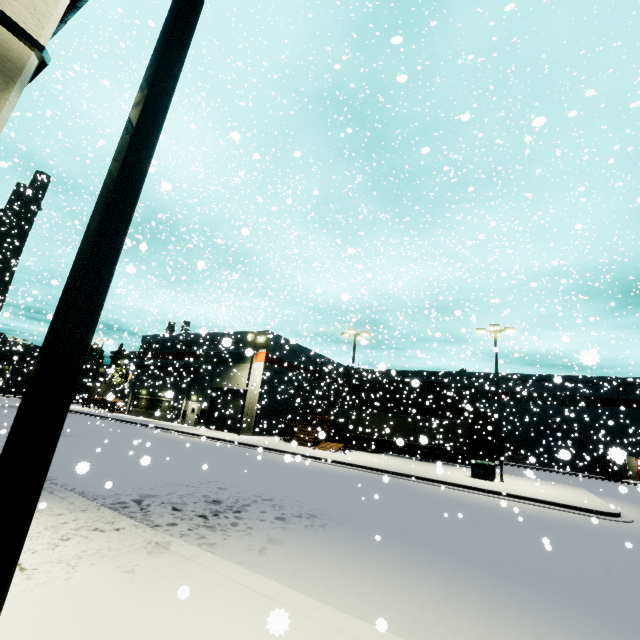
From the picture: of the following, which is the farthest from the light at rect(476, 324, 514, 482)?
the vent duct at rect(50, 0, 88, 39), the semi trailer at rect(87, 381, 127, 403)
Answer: the semi trailer at rect(87, 381, 127, 403)

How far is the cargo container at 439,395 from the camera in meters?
31.2

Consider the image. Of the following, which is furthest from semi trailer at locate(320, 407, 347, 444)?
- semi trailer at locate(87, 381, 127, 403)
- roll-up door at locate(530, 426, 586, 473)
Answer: semi trailer at locate(87, 381, 127, 403)

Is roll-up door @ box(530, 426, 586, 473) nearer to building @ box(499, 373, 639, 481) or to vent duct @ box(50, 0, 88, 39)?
building @ box(499, 373, 639, 481)

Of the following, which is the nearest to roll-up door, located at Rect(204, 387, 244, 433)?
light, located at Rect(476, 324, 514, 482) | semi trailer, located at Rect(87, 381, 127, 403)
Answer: semi trailer, located at Rect(87, 381, 127, 403)

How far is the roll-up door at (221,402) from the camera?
33.7 meters

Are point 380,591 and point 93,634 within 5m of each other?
yes

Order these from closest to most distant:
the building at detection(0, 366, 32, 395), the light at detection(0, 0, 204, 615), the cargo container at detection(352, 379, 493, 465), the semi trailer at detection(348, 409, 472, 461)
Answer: the light at detection(0, 0, 204, 615) → the semi trailer at detection(348, 409, 472, 461) → the cargo container at detection(352, 379, 493, 465) → the building at detection(0, 366, 32, 395)
